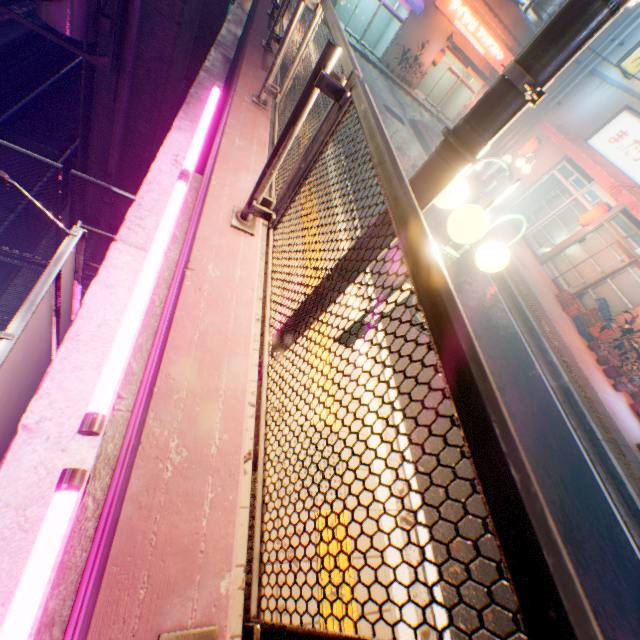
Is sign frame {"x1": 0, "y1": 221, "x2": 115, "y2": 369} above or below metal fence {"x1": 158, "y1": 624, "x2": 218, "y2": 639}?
below

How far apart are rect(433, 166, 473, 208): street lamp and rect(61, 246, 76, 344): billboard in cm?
288

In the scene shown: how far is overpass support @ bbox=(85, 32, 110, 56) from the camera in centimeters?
664cm

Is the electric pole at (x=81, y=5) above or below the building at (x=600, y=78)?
below

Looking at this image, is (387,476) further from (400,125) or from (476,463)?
(400,125)

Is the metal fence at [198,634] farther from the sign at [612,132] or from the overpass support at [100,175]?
the sign at [612,132]

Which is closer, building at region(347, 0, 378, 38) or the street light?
the street light

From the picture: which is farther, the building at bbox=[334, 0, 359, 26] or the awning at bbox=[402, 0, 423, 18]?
the building at bbox=[334, 0, 359, 26]
